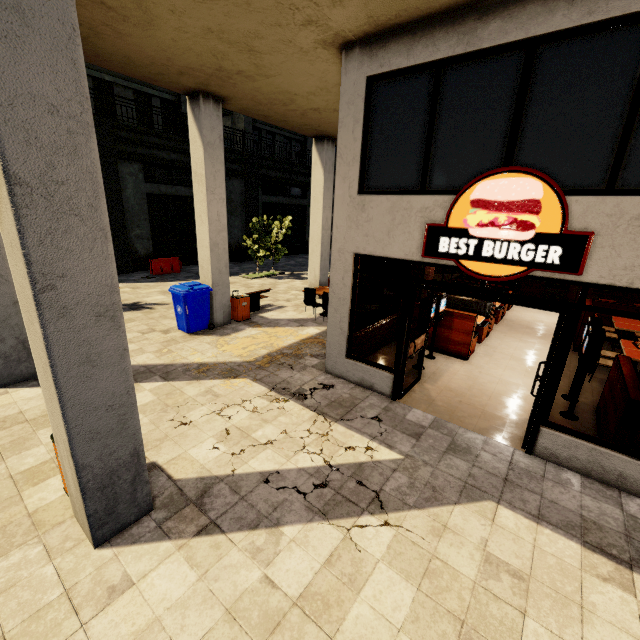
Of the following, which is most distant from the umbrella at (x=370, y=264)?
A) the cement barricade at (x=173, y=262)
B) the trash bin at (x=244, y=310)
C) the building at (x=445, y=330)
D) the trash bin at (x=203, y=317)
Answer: the cement barricade at (x=173, y=262)

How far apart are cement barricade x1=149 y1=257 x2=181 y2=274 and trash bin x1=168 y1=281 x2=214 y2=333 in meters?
8.5 m

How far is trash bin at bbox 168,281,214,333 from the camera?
8.6m

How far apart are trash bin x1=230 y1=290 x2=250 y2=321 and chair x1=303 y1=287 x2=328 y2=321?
1.7 meters

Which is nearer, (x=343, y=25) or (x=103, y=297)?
(x=103, y=297)

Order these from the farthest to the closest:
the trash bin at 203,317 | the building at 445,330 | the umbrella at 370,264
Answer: the umbrella at 370,264
the trash bin at 203,317
the building at 445,330

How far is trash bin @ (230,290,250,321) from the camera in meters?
10.0

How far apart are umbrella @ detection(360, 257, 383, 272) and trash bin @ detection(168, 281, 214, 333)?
4.12m
